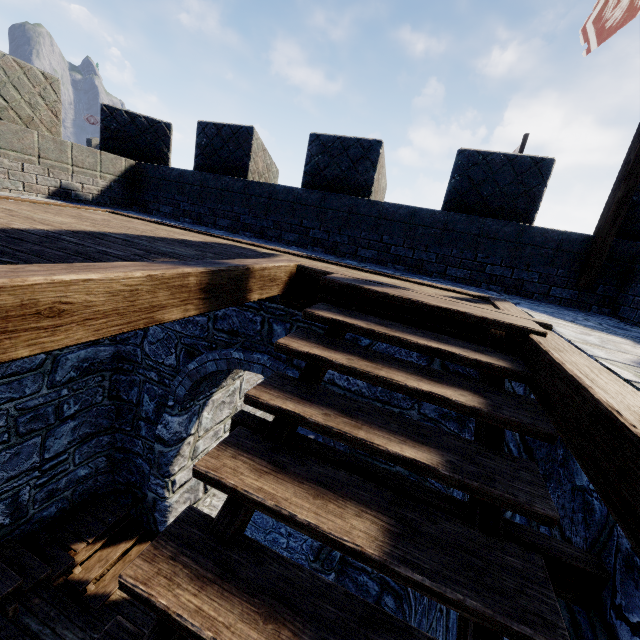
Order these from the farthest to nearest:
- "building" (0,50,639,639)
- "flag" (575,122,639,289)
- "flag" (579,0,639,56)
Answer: "flag" (579,0,639,56)
"flag" (575,122,639,289)
"building" (0,50,639,639)

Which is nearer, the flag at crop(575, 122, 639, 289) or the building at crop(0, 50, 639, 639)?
the building at crop(0, 50, 639, 639)

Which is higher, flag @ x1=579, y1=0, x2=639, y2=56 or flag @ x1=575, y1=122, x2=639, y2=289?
flag @ x1=579, y1=0, x2=639, y2=56

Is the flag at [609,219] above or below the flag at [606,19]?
below

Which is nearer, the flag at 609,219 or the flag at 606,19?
the flag at 609,219

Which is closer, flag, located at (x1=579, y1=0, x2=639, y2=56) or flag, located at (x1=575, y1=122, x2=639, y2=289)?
flag, located at (x1=575, y1=122, x2=639, y2=289)

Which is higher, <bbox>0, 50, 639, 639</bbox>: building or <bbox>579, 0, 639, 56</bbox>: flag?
<bbox>579, 0, 639, 56</bbox>: flag

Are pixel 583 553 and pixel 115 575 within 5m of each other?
no
